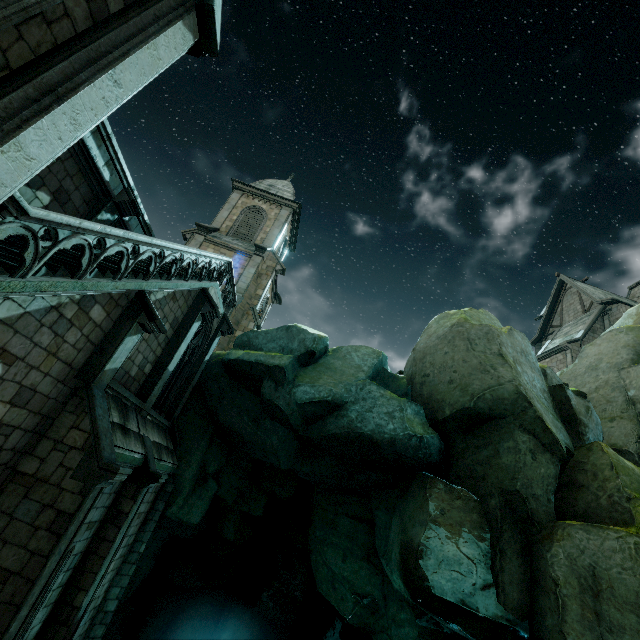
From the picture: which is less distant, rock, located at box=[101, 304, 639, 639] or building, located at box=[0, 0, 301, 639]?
building, located at box=[0, 0, 301, 639]

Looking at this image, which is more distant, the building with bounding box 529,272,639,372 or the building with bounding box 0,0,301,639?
the building with bounding box 529,272,639,372

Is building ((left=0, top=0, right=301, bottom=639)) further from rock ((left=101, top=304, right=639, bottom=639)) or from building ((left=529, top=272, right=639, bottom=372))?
building ((left=529, top=272, right=639, bottom=372))

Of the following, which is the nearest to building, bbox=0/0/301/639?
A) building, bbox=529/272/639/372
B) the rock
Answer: the rock

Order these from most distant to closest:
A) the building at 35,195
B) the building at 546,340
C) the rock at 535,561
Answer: the building at 546,340
the rock at 535,561
the building at 35,195

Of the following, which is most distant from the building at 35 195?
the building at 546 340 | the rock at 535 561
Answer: the building at 546 340

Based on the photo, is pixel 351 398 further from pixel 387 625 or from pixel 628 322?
pixel 628 322
